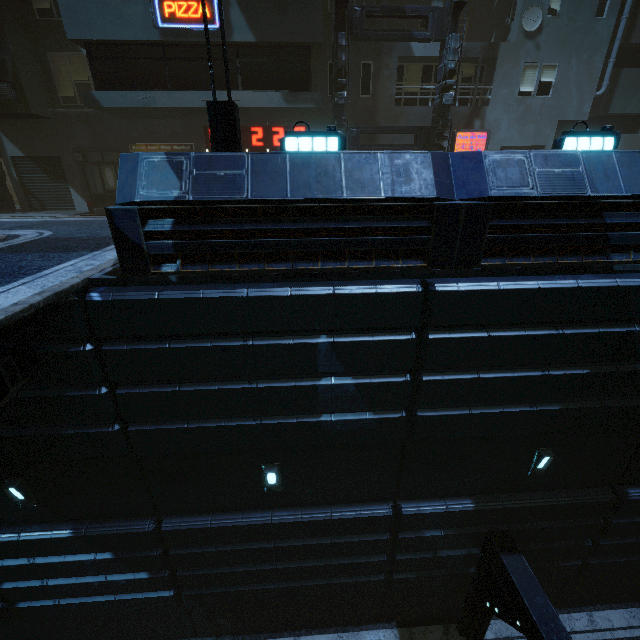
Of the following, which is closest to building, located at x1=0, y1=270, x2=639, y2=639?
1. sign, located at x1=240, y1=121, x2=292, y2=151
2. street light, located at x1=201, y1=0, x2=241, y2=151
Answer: sign, located at x1=240, y1=121, x2=292, y2=151

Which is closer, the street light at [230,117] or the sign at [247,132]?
the street light at [230,117]

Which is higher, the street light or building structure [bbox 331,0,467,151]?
building structure [bbox 331,0,467,151]

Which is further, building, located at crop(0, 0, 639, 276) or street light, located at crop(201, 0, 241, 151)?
street light, located at crop(201, 0, 241, 151)

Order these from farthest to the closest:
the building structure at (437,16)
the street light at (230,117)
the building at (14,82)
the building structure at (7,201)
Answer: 1. the building structure at (7,201)
2. the building structure at (437,16)
3. the street light at (230,117)
4. the building at (14,82)

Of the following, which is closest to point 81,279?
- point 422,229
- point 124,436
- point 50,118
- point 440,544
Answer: point 124,436

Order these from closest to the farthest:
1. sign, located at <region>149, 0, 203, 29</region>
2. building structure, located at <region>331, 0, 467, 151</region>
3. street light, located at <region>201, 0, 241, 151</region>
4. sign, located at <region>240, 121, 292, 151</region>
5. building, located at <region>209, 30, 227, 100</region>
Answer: street light, located at <region>201, 0, 241, 151</region> < sign, located at <region>149, 0, 203, 29</region> < building, located at <region>209, 30, 227, 100</region> < building structure, located at <region>331, 0, 467, 151</region> < sign, located at <region>240, 121, 292, 151</region>

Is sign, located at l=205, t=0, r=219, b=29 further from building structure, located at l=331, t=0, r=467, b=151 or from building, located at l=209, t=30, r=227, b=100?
building structure, located at l=331, t=0, r=467, b=151
